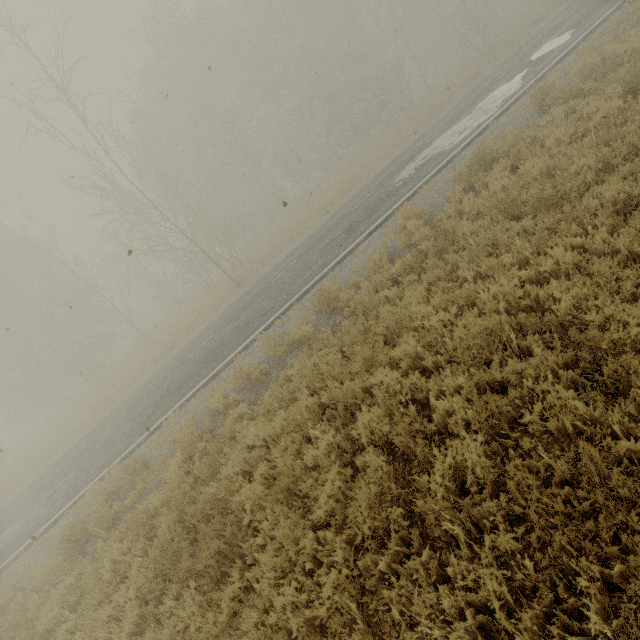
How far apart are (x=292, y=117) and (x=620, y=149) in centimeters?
3185cm
